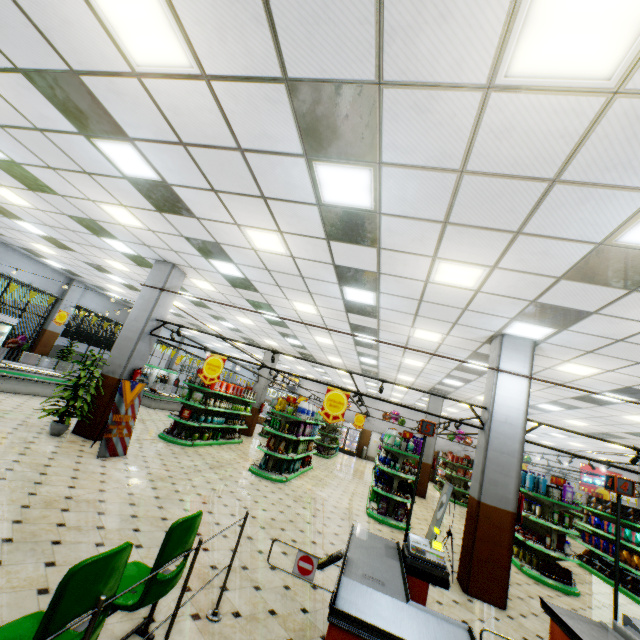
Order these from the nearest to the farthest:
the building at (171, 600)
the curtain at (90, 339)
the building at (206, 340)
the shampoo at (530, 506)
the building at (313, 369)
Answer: the building at (171, 600)
the shampoo at (530, 506)
the curtain at (90, 339)
the building at (313, 369)
the building at (206, 340)

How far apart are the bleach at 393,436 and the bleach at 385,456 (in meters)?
0.21

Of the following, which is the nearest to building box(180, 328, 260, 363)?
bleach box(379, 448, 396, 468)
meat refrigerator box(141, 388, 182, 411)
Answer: meat refrigerator box(141, 388, 182, 411)

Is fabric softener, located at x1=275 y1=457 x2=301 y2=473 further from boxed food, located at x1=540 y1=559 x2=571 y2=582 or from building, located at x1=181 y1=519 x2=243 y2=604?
boxed food, located at x1=540 y1=559 x2=571 y2=582

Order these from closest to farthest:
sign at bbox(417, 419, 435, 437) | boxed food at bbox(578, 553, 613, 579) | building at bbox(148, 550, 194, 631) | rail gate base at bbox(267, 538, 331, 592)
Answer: building at bbox(148, 550, 194, 631) < rail gate base at bbox(267, 538, 331, 592) < sign at bbox(417, 419, 435, 437) < boxed food at bbox(578, 553, 613, 579)

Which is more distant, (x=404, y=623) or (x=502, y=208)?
(x=502, y=208)

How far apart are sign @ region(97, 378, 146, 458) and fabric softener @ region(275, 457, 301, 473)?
4.5m

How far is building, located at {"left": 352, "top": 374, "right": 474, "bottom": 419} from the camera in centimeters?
1636cm
